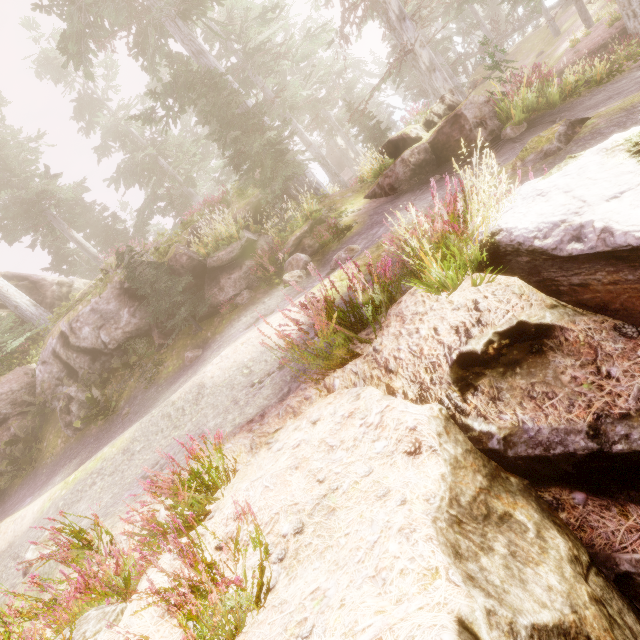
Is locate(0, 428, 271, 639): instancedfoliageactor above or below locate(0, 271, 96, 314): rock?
below

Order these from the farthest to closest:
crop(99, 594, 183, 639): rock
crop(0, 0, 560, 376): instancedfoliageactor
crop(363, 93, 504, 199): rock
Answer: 1. crop(0, 0, 560, 376): instancedfoliageactor
2. crop(363, 93, 504, 199): rock
3. crop(99, 594, 183, 639): rock

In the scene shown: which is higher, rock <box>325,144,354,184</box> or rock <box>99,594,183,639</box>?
rock <box>325,144,354,184</box>

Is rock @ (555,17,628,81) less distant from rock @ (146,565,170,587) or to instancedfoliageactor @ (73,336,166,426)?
Answer: instancedfoliageactor @ (73,336,166,426)

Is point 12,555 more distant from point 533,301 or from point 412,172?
point 412,172

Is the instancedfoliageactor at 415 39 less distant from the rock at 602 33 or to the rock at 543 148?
the rock at 602 33

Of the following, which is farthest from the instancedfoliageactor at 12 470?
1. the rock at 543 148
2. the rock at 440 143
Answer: the rock at 543 148

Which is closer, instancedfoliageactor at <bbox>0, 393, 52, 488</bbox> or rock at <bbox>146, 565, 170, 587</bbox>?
rock at <bbox>146, 565, 170, 587</bbox>
